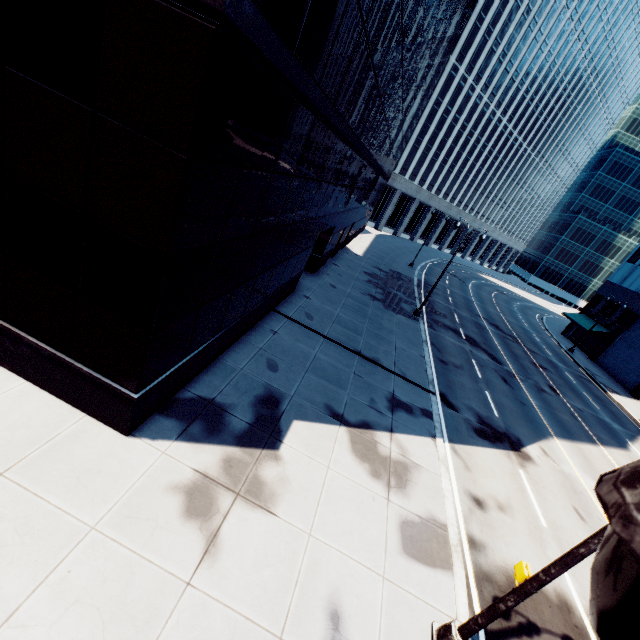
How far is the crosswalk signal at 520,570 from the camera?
5.8m

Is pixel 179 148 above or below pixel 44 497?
above

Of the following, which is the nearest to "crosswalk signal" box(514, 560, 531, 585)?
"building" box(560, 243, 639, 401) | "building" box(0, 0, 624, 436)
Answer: "building" box(0, 0, 624, 436)

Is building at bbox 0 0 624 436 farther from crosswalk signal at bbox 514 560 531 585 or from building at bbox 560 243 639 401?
building at bbox 560 243 639 401

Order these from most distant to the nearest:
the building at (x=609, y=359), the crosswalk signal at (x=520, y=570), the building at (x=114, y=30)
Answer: the building at (x=609, y=359) → the crosswalk signal at (x=520, y=570) → the building at (x=114, y=30)

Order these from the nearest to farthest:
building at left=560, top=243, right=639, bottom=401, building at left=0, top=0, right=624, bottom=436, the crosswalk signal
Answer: building at left=0, top=0, right=624, bottom=436 → the crosswalk signal → building at left=560, top=243, right=639, bottom=401
